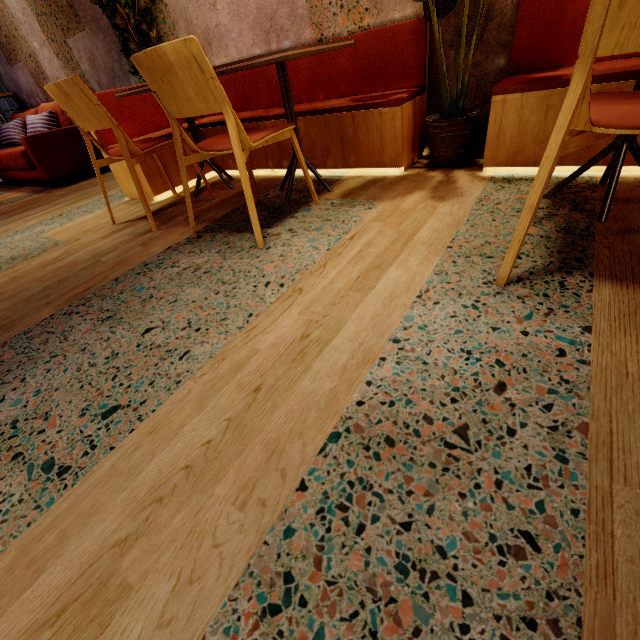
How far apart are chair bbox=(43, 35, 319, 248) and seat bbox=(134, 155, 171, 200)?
0.6 meters

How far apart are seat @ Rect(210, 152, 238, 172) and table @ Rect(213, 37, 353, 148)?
0.18m

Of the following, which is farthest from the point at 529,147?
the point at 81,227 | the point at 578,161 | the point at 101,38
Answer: the point at 101,38

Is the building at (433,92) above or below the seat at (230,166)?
above

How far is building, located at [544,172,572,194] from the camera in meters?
1.6

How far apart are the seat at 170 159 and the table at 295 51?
0.2 meters

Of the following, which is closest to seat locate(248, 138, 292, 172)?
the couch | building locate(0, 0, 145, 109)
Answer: building locate(0, 0, 145, 109)

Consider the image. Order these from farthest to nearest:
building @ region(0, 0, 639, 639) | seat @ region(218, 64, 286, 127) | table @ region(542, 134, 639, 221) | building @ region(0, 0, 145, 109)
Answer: building @ region(0, 0, 145, 109), seat @ region(218, 64, 286, 127), table @ region(542, 134, 639, 221), building @ region(0, 0, 639, 639)
